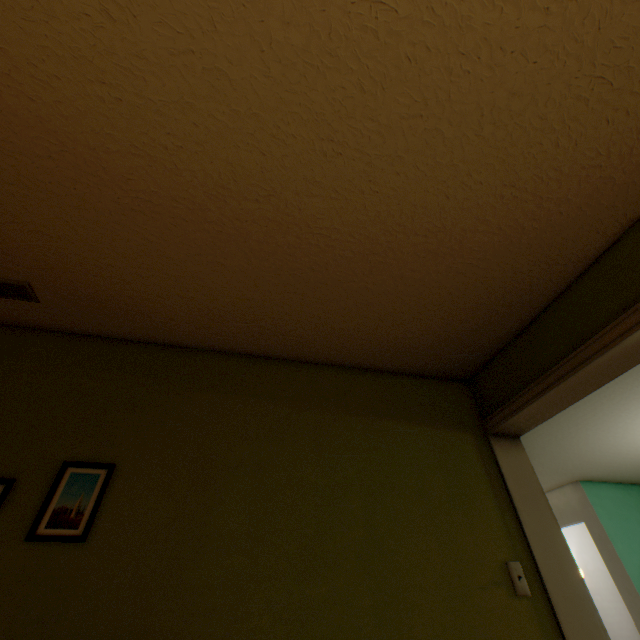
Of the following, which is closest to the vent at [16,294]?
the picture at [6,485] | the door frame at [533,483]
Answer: the picture at [6,485]

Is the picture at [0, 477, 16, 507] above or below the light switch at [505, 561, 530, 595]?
above

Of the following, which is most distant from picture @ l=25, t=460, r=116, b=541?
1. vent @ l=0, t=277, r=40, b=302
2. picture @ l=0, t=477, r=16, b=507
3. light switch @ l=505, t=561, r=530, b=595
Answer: light switch @ l=505, t=561, r=530, b=595

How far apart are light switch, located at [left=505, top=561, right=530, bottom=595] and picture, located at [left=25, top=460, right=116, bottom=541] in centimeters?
190cm

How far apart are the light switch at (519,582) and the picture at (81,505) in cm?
190

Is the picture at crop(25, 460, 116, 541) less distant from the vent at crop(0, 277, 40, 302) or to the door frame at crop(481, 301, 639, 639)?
the vent at crop(0, 277, 40, 302)

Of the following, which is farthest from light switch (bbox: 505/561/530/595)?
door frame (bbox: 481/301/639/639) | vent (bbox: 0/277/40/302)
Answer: vent (bbox: 0/277/40/302)

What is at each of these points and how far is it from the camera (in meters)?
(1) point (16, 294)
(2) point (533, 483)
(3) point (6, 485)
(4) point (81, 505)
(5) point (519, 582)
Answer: (1) vent, 1.65
(2) door frame, 1.89
(3) picture, 1.34
(4) picture, 1.35
(5) light switch, 1.53
